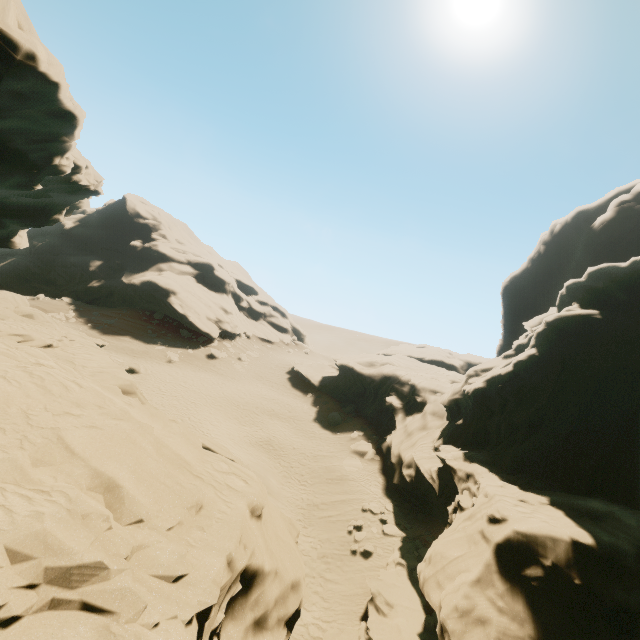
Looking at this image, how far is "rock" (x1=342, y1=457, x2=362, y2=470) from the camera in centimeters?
2411cm

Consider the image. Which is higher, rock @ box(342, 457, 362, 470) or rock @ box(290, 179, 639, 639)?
rock @ box(290, 179, 639, 639)

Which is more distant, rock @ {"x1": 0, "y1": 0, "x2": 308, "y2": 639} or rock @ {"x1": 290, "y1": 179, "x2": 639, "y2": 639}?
rock @ {"x1": 290, "y1": 179, "x2": 639, "y2": 639}

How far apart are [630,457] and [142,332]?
44.6 meters

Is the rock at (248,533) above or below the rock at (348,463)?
above

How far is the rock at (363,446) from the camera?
26.0m

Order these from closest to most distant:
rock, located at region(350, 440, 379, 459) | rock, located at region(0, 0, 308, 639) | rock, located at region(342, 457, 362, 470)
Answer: rock, located at region(0, 0, 308, 639) → rock, located at region(342, 457, 362, 470) → rock, located at region(350, 440, 379, 459)
